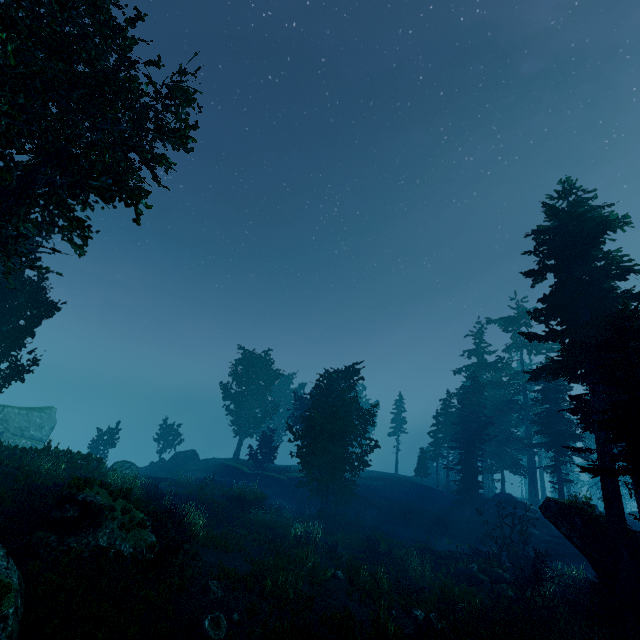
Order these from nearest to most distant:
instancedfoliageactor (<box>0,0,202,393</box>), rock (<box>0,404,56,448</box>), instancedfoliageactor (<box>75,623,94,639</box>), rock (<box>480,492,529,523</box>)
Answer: instancedfoliageactor (<box>75,623,94,639</box>), instancedfoliageactor (<box>0,0,202,393</box>), rock (<box>480,492,529,523</box>), rock (<box>0,404,56,448</box>)

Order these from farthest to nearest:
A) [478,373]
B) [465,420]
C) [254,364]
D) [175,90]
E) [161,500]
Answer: [478,373] → [254,364] → [465,420] → [161,500] → [175,90]

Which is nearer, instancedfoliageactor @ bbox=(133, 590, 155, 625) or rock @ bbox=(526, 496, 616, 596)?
instancedfoliageactor @ bbox=(133, 590, 155, 625)

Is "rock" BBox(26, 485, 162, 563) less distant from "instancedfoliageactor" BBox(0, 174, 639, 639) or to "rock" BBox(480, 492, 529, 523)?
"instancedfoliageactor" BBox(0, 174, 639, 639)

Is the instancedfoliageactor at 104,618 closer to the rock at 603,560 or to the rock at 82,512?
the rock at 82,512

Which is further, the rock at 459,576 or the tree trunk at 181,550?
the rock at 459,576

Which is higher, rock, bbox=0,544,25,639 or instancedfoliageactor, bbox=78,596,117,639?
rock, bbox=0,544,25,639

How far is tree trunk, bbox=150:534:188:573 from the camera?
11.36m
